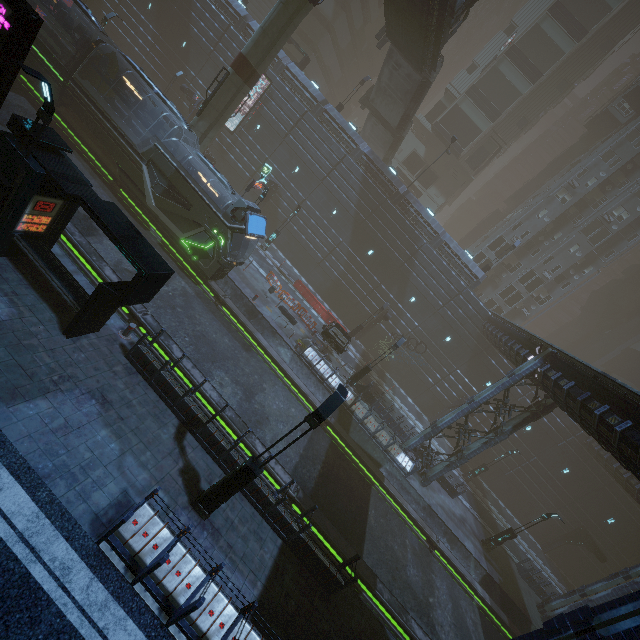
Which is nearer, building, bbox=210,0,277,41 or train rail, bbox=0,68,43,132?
train rail, bbox=0,68,43,132

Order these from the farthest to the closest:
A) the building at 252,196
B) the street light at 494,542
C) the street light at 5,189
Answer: the building at 252,196
the street light at 494,542
the street light at 5,189

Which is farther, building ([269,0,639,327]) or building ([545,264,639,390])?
building ([545,264,639,390])

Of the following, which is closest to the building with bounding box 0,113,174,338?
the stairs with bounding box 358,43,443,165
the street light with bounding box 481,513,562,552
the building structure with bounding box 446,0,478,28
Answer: the stairs with bounding box 358,43,443,165

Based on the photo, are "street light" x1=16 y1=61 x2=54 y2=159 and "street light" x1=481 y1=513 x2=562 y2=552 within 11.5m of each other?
no

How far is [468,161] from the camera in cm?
4728

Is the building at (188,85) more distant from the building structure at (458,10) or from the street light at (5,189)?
the building structure at (458,10)

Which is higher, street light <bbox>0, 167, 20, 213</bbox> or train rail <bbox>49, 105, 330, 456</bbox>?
street light <bbox>0, 167, 20, 213</bbox>
